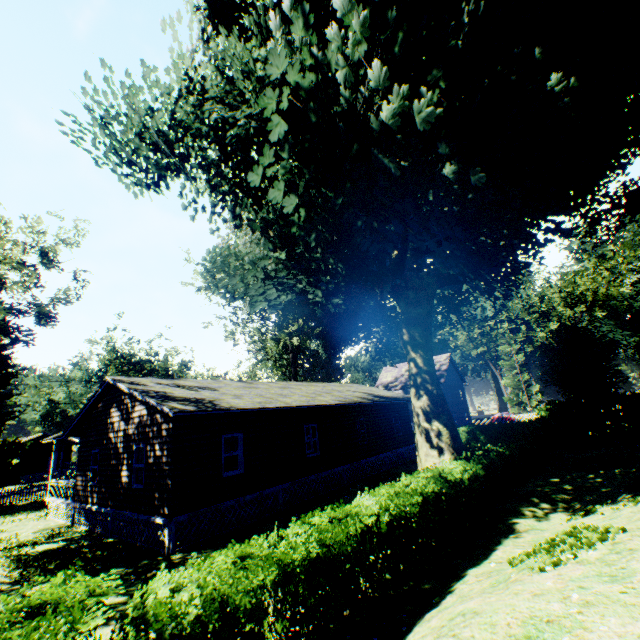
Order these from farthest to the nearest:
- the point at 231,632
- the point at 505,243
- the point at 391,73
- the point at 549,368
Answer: the point at 549,368, the point at 505,243, the point at 391,73, the point at 231,632

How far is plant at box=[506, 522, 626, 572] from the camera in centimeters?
455cm

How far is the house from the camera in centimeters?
1172cm

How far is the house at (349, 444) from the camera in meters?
11.7 m

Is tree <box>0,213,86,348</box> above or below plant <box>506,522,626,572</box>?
above

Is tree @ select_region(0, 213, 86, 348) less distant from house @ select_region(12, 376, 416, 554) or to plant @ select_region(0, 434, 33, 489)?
plant @ select_region(0, 434, 33, 489)

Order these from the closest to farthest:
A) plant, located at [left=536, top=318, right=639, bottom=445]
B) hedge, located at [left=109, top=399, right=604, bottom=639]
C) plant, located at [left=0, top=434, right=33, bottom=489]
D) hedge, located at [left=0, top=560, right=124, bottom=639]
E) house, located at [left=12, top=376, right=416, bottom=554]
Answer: hedge, located at [left=0, top=560, right=124, bottom=639], hedge, located at [left=109, top=399, right=604, bottom=639], house, located at [left=12, top=376, right=416, bottom=554], plant, located at [left=536, top=318, right=639, bottom=445], plant, located at [left=0, top=434, right=33, bottom=489]

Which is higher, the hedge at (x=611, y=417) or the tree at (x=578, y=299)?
the tree at (x=578, y=299)
